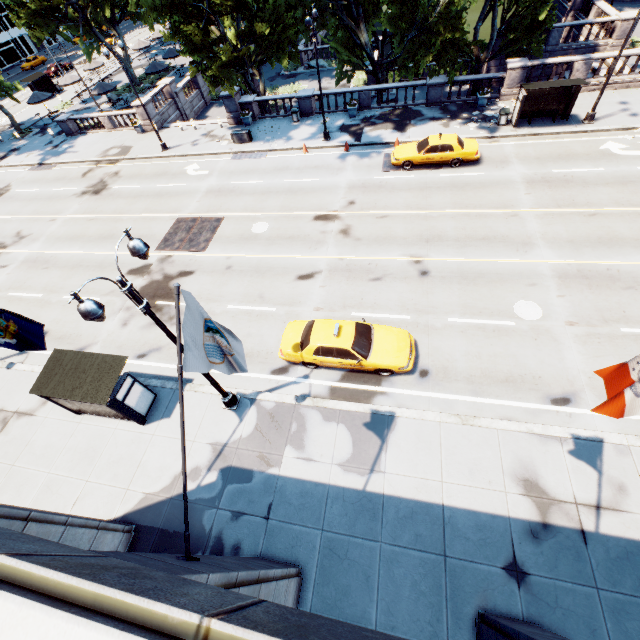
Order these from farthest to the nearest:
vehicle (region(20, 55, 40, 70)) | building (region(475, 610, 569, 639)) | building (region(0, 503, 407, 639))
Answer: vehicle (region(20, 55, 40, 70))
building (region(475, 610, 569, 639))
building (region(0, 503, 407, 639))

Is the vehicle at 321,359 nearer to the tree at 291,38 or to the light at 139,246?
the light at 139,246

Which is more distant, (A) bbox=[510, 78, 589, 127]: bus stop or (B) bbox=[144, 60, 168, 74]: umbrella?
(B) bbox=[144, 60, 168, 74]: umbrella

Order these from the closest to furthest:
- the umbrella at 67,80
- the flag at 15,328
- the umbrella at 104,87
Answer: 1. the flag at 15,328
2. the umbrella at 104,87
3. the umbrella at 67,80

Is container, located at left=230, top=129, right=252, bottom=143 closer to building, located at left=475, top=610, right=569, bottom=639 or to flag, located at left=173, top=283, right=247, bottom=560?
flag, located at left=173, top=283, right=247, bottom=560

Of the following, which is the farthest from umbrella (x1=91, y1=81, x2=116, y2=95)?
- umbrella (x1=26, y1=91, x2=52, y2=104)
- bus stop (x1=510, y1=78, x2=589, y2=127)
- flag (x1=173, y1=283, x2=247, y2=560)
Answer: flag (x1=173, y1=283, x2=247, y2=560)

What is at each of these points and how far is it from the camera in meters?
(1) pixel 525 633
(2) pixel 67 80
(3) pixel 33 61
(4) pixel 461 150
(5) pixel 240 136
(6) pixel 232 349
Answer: (1) building, 5.7 m
(2) umbrella, 38.9 m
(3) vehicle, 58.8 m
(4) vehicle, 19.5 m
(5) container, 26.2 m
(6) flag, 6.1 m

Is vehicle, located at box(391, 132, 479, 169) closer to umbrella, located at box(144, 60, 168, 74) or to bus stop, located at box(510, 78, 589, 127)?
bus stop, located at box(510, 78, 589, 127)
